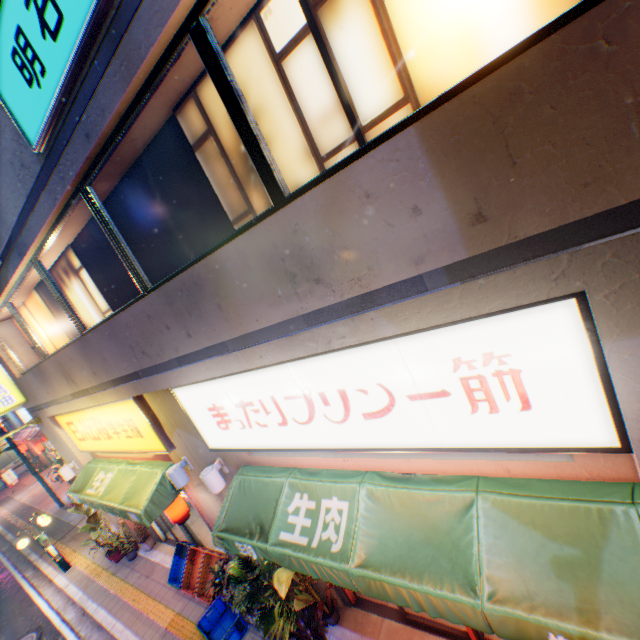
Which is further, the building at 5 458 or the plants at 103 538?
the building at 5 458

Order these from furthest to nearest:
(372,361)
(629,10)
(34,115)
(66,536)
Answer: (66,536)
(34,115)
(372,361)
(629,10)

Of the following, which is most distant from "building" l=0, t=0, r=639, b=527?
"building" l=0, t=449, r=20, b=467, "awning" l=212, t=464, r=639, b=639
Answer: "building" l=0, t=449, r=20, b=467

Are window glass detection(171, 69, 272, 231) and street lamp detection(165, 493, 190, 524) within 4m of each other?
no

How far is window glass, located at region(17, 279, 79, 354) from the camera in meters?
7.4 m

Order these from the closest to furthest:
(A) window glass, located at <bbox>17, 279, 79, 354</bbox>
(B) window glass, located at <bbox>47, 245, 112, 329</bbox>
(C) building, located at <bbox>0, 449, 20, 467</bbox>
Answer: (B) window glass, located at <bbox>47, 245, 112, 329</bbox> → (A) window glass, located at <bbox>17, 279, 79, 354</bbox> → (C) building, located at <bbox>0, 449, 20, 467</bbox>

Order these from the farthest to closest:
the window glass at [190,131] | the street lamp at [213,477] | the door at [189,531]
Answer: the door at [189,531] → the street lamp at [213,477] → the window glass at [190,131]

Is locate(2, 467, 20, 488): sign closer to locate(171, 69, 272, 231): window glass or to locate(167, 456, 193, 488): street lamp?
locate(167, 456, 193, 488): street lamp
